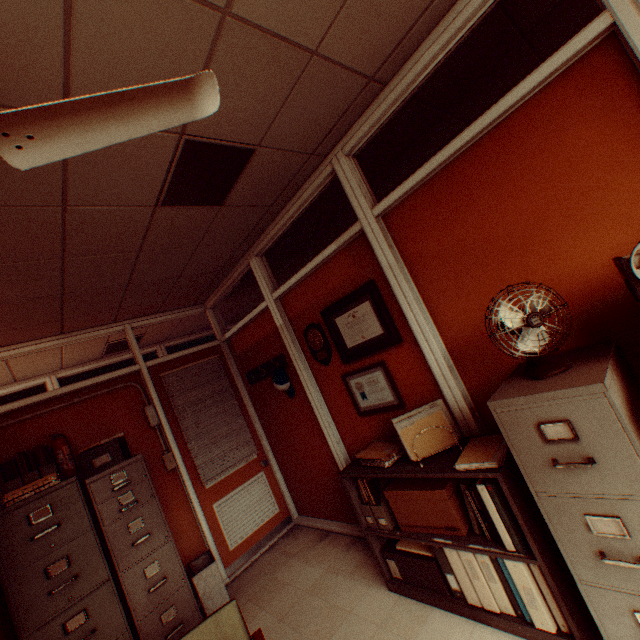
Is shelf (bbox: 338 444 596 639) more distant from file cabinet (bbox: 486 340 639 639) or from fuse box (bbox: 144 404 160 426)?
fuse box (bbox: 144 404 160 426)

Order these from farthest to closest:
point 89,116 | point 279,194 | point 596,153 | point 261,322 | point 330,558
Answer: point 261,322, point 330,558, point 279,194, point 596,153, point 89,116

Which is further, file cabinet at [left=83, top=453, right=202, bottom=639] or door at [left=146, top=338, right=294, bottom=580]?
door at [left=146, top=338, right=294, bottom=580]

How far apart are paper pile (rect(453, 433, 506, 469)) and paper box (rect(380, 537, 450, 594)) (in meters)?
0.92

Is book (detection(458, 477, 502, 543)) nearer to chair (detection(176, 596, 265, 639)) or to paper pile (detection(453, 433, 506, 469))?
paper pile (detection(453, 433, 506, 469))

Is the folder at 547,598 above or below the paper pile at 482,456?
below

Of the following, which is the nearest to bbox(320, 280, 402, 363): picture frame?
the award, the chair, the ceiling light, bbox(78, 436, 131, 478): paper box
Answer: the award

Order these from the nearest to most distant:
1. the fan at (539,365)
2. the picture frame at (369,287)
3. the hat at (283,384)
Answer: the fan at (539,365)
the picture frame at (369,287)
the hat at (283,384)
